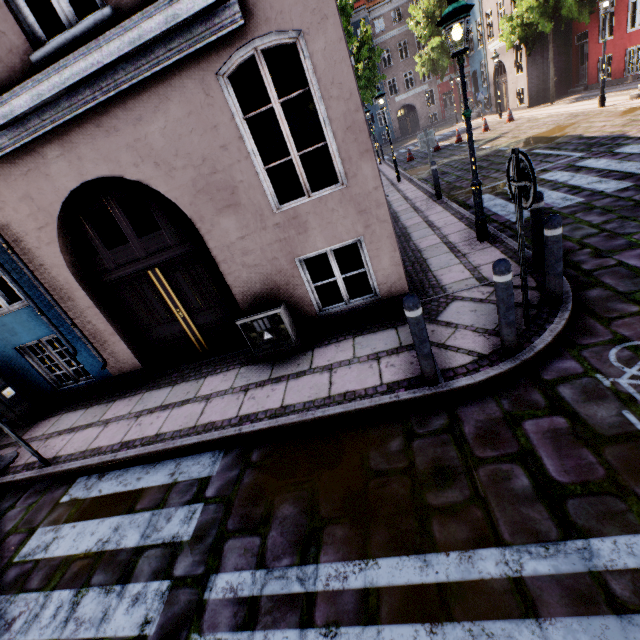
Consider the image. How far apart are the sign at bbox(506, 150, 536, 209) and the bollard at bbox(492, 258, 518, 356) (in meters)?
0.56

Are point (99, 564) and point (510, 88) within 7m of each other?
no

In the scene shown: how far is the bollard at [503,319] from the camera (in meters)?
3.04

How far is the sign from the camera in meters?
2.8

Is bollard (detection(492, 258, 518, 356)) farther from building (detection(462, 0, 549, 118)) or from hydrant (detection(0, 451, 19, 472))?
building (detection(462, 0, 549, 118))

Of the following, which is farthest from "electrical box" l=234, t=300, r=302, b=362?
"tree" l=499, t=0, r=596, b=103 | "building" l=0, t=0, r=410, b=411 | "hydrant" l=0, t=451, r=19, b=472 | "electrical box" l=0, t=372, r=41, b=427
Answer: "tree" l=499, t=0, r=596, b=103

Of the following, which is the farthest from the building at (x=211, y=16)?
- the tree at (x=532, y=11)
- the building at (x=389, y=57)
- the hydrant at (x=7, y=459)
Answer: the building at (x=389, y=57)

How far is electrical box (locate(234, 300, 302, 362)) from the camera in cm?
490
